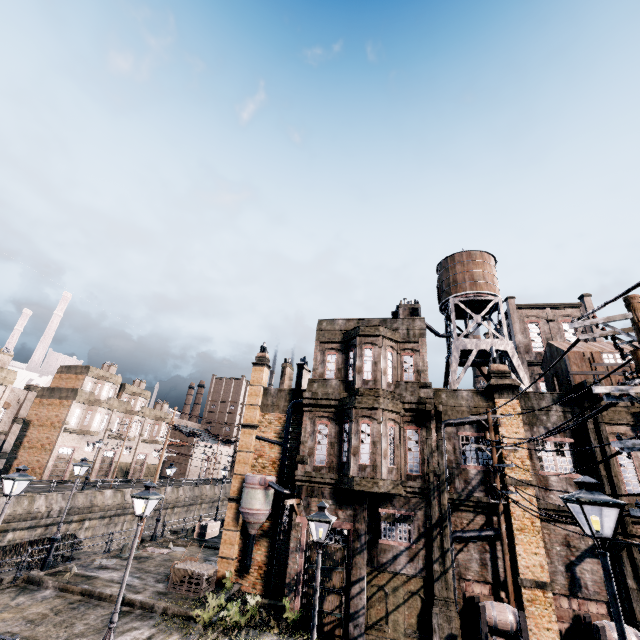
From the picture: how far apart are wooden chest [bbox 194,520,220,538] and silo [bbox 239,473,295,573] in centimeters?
1305cm

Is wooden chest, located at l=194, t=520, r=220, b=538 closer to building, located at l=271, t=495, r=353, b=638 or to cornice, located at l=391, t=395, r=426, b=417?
building, located at l=271, t=495, r=353, b=638

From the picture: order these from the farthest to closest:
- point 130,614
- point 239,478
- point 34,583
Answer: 1. point 239,478
2. point 34,583
3. point 130,614

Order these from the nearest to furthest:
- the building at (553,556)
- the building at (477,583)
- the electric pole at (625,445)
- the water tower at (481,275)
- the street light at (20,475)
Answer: the electric pole at (625,445), the street light at (20,475), the building at (553,556), the building at (477,583), the water tower at (481,275)

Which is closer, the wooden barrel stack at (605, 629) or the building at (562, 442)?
Answer: the wooden barrel stack at (605, 629)

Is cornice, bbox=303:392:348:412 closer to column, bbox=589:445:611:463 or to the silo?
the silo

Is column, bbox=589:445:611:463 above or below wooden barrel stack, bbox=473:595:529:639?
above

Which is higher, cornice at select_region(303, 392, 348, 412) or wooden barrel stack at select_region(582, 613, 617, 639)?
cornice at select_region(303, 392, 348, 412)
